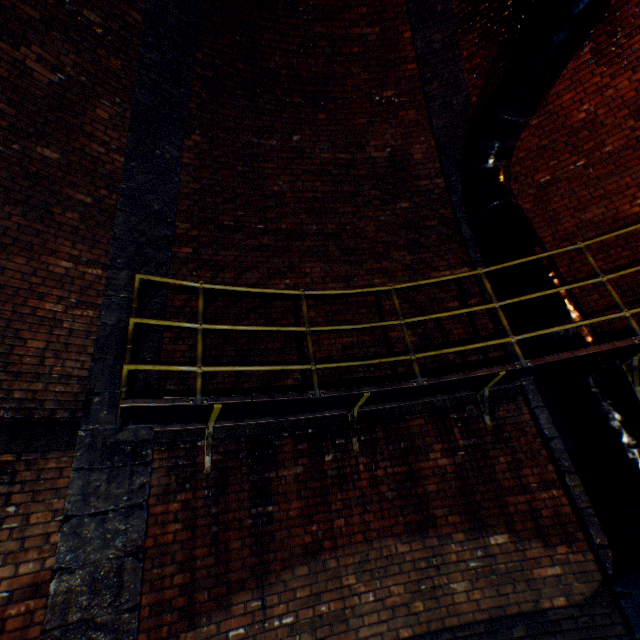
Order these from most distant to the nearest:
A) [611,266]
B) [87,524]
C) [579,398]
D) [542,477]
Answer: [611,266]
[542,477]
[579,398]
[87,524]

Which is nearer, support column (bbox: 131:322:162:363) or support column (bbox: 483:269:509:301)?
support column (bbox: 131:322:162:363)

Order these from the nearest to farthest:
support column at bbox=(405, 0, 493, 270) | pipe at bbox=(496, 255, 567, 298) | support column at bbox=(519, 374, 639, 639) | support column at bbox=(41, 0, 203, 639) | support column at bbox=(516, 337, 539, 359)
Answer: support column at bbox=(41, 0, 203, 639) → support column at bbox=(519, 374, 639, 639) → pipe at bbox=(496, 255, 567, 298) → support column at bbox=(516, 337, 539, 359) → support column at bbox=(405, 0, 493, 270)

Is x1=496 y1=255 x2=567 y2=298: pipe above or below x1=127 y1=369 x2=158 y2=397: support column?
above

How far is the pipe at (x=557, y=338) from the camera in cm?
355

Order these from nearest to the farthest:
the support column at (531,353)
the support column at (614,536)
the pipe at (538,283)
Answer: the support column at (614,536) → the pipe at (538,283) → the support column at (531,353)

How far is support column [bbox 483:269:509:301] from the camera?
4.85m
